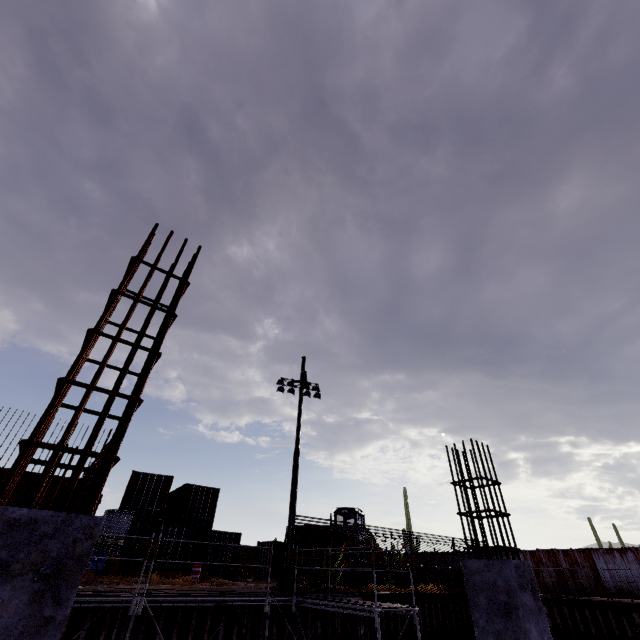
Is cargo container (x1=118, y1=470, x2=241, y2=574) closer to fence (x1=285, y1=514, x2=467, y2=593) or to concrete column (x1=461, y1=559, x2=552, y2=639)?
fence (x1=285, y1=514, x2=467, y2=593)

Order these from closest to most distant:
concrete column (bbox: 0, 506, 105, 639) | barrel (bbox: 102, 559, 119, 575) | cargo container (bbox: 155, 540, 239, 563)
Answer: concrete column (bbox: 0, 506, 105, 639)
barrel (bbox: 102, 559, 119, 575)
cargo container (bbox: 155, 540, 239, 563)

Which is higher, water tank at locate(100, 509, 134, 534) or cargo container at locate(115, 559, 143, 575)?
water tank at locate(100, 509, 134, 534)

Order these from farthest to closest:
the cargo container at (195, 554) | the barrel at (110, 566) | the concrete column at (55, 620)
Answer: the cargo container at (195, 554), the barrel at (110, 566), the concrete column at (55, 620)

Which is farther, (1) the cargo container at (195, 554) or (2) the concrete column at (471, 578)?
(1) the cargo container at (195, 554)

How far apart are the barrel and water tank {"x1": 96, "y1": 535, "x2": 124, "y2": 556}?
0.50m

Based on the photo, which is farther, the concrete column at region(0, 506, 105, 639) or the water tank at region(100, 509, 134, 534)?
the water tank at region(100, 509, 134, 534)

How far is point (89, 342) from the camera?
2.31m
